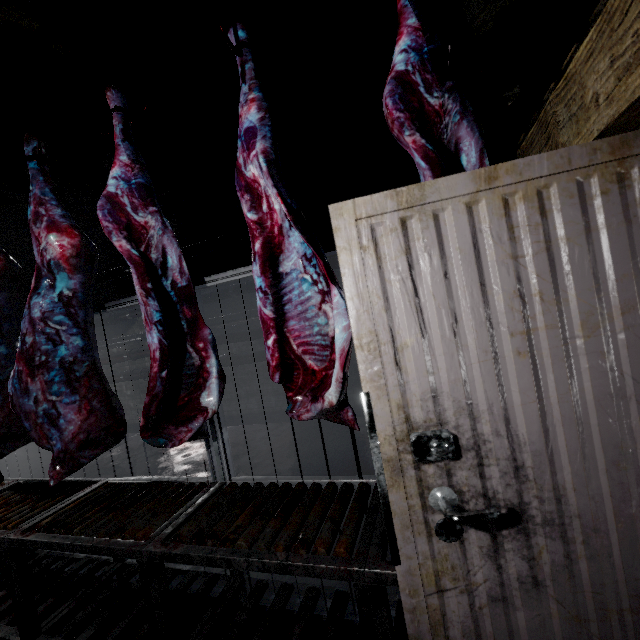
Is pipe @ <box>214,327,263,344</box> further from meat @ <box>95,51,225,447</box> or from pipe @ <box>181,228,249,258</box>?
meat @ <box>95,51,225,447</box>

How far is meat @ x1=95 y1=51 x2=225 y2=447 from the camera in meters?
1.4

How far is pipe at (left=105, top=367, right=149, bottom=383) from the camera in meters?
6.0

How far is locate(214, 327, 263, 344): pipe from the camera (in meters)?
5.21

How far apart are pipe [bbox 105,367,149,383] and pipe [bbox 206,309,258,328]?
0.1m

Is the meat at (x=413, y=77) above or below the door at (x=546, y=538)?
above

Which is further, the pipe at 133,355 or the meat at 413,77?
the pipe at 133,355

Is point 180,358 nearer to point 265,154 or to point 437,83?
point 265,154
